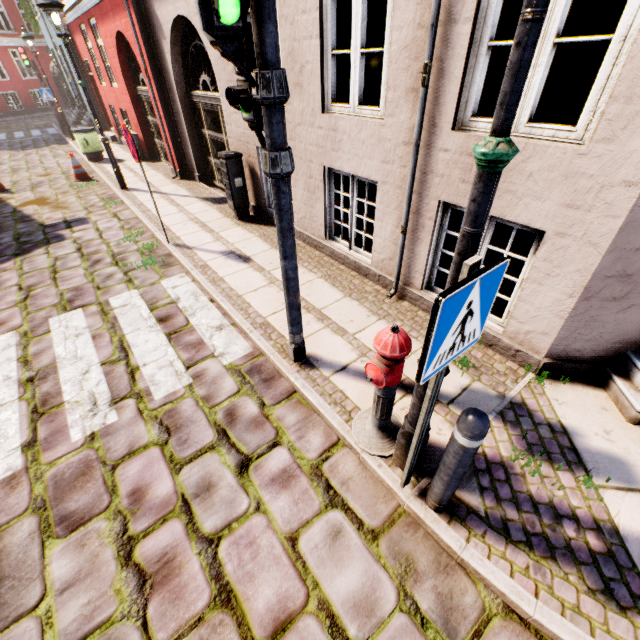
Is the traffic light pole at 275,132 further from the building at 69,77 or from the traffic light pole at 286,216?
the building at 69,77

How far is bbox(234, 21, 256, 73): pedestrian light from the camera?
2.0 meters

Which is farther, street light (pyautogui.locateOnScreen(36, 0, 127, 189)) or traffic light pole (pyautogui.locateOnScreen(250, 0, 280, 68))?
street light (pyautogui.locateOnScreen(36, 0, 127, 189))

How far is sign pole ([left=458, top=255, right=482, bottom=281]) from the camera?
1.3m

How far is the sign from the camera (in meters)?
1.24

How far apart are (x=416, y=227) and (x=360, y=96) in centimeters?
170cm

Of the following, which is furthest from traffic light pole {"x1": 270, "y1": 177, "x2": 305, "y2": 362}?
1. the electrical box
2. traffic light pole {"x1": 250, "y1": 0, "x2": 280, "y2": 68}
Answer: the electrical box

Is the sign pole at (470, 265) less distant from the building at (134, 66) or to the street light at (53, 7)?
the building at (134, 66)
